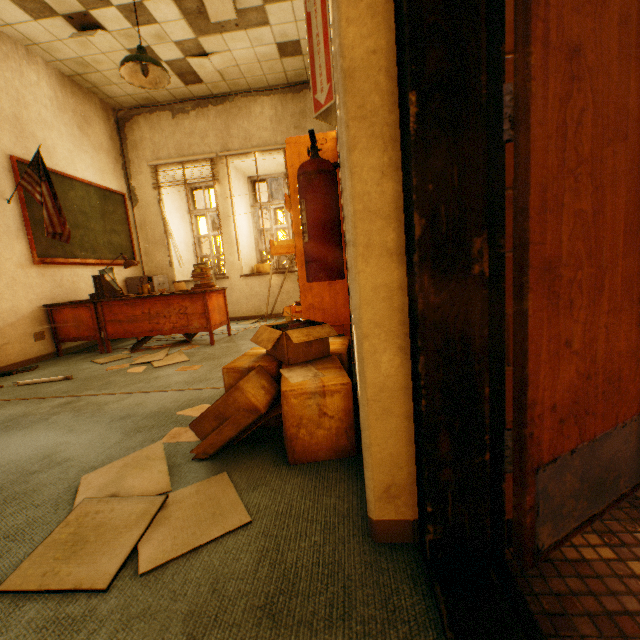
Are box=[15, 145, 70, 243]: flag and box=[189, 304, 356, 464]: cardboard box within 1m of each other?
no

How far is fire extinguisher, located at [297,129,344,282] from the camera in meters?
1.3

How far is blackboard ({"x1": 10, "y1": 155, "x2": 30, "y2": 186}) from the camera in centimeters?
385cm

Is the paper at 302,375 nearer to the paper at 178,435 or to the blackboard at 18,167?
the paper at 178,435

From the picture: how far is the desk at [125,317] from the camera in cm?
400

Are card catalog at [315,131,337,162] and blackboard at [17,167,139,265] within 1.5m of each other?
no

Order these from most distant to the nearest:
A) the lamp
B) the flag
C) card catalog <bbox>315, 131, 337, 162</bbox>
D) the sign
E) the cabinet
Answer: the cabinet, the flag, the lamp, card catalog <bbox>315, 131, 337, 162</bbox>, the sign

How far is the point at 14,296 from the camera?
3.8 meters
